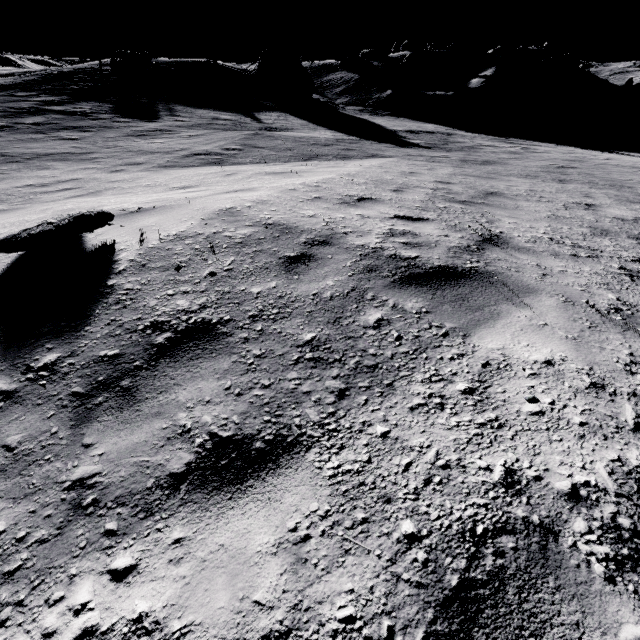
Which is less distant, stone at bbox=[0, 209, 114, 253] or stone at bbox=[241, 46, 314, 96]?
stone at bbox=[0, 209, 114, 253]

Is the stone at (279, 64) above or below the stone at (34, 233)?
above

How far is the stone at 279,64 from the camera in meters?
26.3 m

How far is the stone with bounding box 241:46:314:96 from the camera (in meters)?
26.27

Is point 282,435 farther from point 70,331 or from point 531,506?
point 70,331

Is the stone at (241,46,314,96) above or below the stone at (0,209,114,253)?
above
